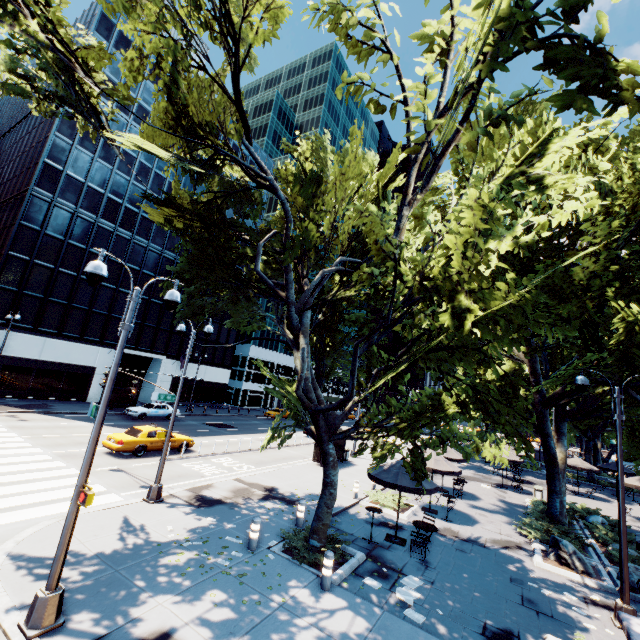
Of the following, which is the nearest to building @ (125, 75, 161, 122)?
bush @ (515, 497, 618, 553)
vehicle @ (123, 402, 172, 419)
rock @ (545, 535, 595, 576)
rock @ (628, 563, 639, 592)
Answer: vehicle @ (123, 402, 172, 419)

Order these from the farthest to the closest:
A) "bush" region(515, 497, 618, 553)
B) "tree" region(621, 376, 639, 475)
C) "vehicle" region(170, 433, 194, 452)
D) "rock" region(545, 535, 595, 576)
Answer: "vehicle" region(170, 433, 194, 452) < "bush" region(515, 497, 618, 553) < "tree" region(621, 376, 639, 475) < "rock" region(545, 535, 595, 576)

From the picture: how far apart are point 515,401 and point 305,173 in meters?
17.2 m

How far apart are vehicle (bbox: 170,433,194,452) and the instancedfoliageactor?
15.4 meters

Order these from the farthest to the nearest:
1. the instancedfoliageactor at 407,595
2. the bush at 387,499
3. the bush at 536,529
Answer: the bush at 387,499 → the bush at 536,529 → the instancedfoliageactor at 407,595

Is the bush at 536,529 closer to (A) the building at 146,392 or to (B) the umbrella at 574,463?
(B) the umbrella at 574,463

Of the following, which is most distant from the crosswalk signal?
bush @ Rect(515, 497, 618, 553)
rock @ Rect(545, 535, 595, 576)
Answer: bush @ Rect(515, 497, 618, 553)

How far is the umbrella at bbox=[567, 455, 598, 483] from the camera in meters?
27.0
